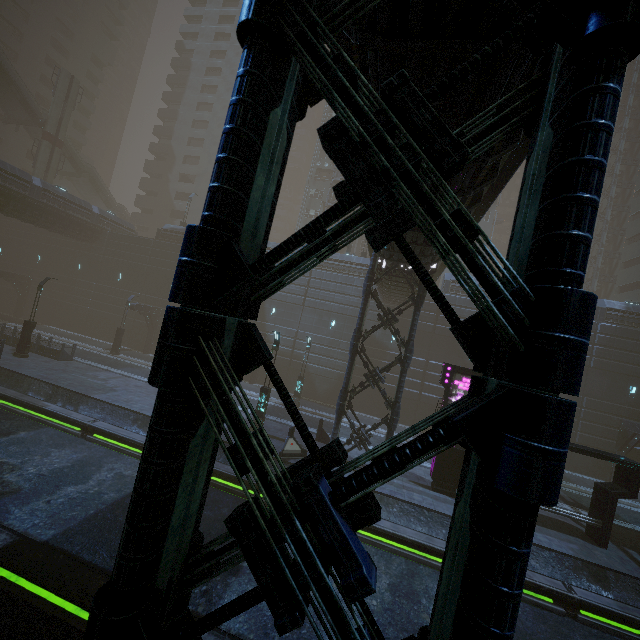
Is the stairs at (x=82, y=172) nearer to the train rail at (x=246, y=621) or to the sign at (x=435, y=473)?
the train rail at (x=246, y=621)

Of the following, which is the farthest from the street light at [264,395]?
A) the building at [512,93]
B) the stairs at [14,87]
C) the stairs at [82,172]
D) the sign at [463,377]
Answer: the stairs at [82,172]

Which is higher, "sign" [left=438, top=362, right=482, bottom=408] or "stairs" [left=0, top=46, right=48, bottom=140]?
"stairs" [left=0, top=46, right=48, bottom=140]

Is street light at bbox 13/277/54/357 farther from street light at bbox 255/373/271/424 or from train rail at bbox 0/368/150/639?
street light at bbox 255/373/271/424

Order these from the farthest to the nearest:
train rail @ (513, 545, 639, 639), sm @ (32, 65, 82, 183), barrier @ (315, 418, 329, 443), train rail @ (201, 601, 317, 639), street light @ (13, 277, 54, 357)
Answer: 1. sm @ (32, 65, 82, 183)
2. street light @ (13, 277, 54, 357)
3. barrier @ (315, 418, 329, 443)
4. train rail @ (513, 545, 639, 639)
5. train rail @ (201, 601, 317, 639)

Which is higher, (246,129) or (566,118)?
(566,118)

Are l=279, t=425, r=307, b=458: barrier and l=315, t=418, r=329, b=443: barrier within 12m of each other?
yes

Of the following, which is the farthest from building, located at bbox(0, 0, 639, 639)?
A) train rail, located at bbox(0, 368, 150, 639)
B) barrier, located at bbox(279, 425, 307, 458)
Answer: barrier, located at bbox(279, 425, 307, 458)
